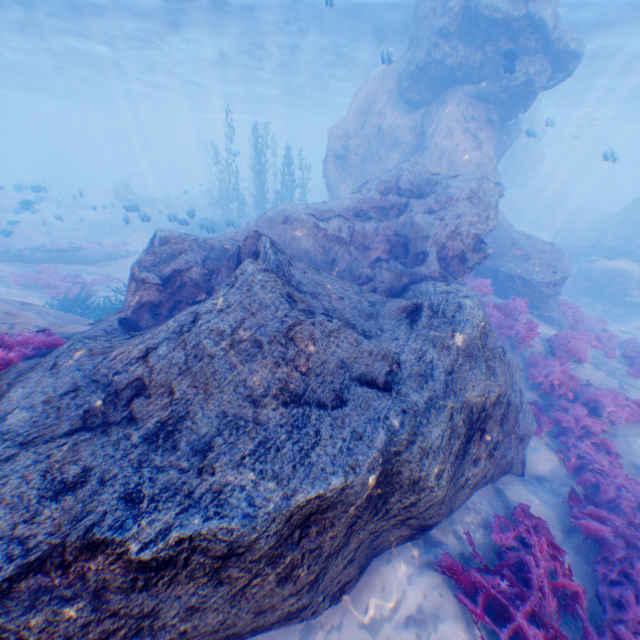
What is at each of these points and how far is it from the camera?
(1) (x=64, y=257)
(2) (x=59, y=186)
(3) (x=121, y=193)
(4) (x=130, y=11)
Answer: (1) plane, 17.48m
(2) rock, 46.12m
(3) plane, 29.23m
(4) light, 17.48m

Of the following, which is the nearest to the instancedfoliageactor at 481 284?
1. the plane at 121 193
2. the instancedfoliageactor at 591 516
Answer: the instancedfoliageactor at 591 516

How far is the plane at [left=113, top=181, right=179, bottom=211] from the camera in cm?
2675

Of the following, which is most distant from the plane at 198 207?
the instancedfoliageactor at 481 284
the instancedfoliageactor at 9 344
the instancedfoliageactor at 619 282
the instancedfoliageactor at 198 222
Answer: the instancedfoliageactor at 619 282

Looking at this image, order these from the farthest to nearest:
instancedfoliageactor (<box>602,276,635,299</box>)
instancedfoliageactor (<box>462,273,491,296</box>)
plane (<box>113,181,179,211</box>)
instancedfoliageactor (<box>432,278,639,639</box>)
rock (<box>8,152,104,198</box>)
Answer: plane (<box>113,181,179,211</box>) < rock (<box>8,152,104,198</box>) < instancedfoliageactor (<box>602,276,635,299</box>) < instancedfoliageactor (<box>462,273,491,296</box>) < instancedfoliageactor (<box>432,278,639,639</box>)

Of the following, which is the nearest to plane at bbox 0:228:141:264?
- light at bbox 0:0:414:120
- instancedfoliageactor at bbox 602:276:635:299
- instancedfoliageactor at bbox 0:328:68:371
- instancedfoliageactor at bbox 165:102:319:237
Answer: instancedfoliageactor at bbox 165:102:319:237

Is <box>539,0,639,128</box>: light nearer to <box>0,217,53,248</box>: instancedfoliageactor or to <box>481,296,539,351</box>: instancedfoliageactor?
<box>0,217,53,248</box>: instancedfoliageactor

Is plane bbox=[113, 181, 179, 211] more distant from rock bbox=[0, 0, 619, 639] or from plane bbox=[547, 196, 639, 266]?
plane bbox=[547, 196, 639, 266]
